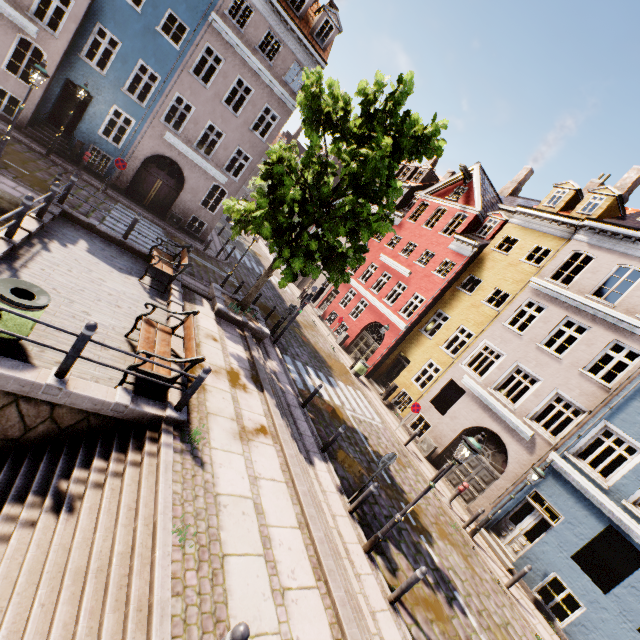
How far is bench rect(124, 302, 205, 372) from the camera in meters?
6.3 m

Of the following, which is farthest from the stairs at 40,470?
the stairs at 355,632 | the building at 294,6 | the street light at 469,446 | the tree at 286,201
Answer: the building at 294,6

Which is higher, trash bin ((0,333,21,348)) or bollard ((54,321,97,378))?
bollard ((54,321,97,378))

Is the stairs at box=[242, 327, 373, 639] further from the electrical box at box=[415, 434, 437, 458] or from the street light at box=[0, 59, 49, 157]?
the electrical box at box=[415, 434, 437, 458]

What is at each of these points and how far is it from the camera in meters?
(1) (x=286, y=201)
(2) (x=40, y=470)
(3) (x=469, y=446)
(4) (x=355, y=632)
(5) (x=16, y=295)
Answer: (1) tree, 10.5 m
(2) stairs, 5.1 m
(3) street light, 6.9 m
(4) stairs, 5.1 m
(5) trash bin, 5.3 m

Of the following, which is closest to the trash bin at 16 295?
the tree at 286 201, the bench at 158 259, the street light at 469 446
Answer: the bench at 158 259

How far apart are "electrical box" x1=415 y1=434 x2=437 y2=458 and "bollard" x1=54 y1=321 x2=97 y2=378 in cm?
1557
